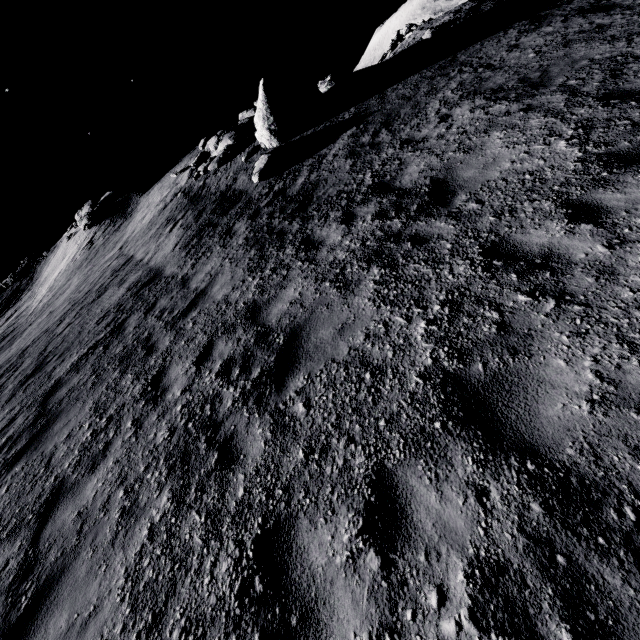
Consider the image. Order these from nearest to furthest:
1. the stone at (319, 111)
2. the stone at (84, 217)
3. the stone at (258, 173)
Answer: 1. the stone at (258, 173)
2. the stone at (319, 111)
3. the stone at (84, 217)

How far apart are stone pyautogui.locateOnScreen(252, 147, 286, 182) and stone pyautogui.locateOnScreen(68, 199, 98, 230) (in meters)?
20.03

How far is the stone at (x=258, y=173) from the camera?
11.7m

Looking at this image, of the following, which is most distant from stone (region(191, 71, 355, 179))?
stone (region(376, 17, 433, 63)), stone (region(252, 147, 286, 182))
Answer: stone (region(376, 17, 433, 63))

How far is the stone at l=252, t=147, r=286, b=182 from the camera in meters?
11.7 m

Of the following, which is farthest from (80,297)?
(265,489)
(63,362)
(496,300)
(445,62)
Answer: (445,62)

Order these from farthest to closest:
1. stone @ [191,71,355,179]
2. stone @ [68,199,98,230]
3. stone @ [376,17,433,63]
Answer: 1. stone @ [376,17,433,63]
2. stone @ [68,199,98,230]
3. stone @ [191,71,355,179]

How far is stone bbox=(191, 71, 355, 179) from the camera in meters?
12.4
